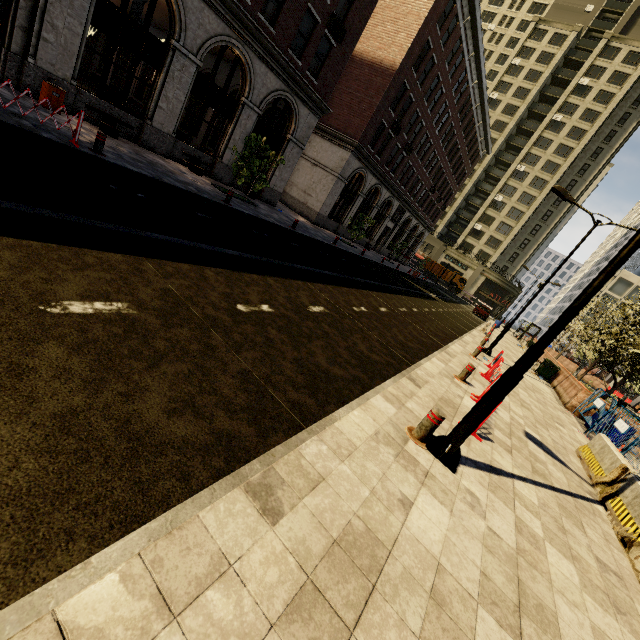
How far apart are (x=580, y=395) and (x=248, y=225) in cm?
1631

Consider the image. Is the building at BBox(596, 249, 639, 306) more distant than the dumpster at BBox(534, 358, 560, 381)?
Yes

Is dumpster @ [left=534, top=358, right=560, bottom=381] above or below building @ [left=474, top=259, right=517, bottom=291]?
below

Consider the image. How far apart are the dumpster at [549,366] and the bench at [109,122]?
24.5 meters

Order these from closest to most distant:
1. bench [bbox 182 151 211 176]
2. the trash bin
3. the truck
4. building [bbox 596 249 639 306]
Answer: the trash bin → bench [bbox 182 151 211 176] → building [bbox 596 249 639 306] → the truck

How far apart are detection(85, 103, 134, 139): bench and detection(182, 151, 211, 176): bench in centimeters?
234cm

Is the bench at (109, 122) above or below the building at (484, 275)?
below

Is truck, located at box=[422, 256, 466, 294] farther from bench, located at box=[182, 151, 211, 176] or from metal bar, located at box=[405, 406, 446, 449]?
metal bar, located at box=[405, 406, 446, 449]
